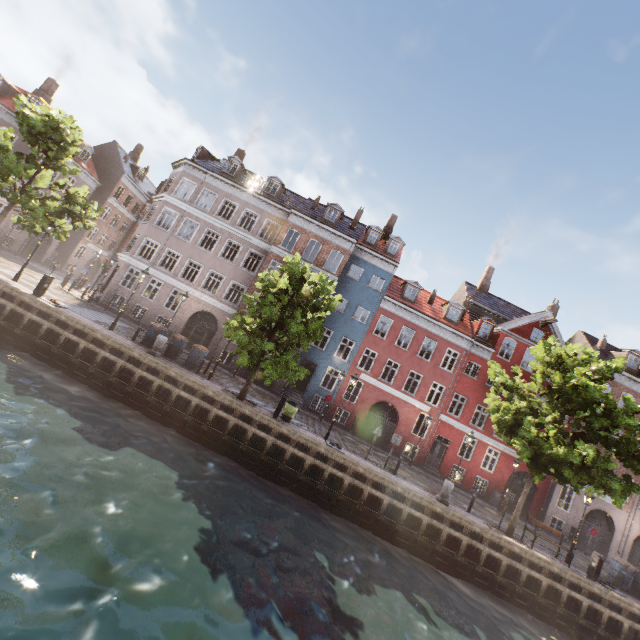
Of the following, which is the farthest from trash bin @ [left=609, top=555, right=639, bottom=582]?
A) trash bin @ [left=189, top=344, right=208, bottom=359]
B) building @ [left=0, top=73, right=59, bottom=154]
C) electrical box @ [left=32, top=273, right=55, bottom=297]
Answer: electrical box @ [left=32, top=273, right=55, bottom=297]

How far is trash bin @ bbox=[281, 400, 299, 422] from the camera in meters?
16.5 m

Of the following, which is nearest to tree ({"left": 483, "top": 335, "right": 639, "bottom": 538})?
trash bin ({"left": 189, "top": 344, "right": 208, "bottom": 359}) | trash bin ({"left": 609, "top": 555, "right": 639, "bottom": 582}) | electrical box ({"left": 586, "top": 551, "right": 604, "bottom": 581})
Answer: trash bin ({"left": 189, "top": 344, "right": 208, "bottom": 359})

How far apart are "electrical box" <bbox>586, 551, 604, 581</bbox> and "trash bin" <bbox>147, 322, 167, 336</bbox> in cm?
2486

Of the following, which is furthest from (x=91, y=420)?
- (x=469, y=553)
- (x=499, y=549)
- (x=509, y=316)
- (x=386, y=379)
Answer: (x=509, y=316)

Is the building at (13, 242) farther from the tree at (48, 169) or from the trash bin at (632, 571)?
the trash bin at (632, 571)

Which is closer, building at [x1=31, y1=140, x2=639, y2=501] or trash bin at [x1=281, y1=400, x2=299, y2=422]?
trash bin at [x1=281, y1=400, x2=299, y2=422]

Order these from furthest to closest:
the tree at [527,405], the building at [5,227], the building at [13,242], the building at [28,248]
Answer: the building at [28,248] < the building at [13,242] < the building at [5,227] < the tree at [527,405]
